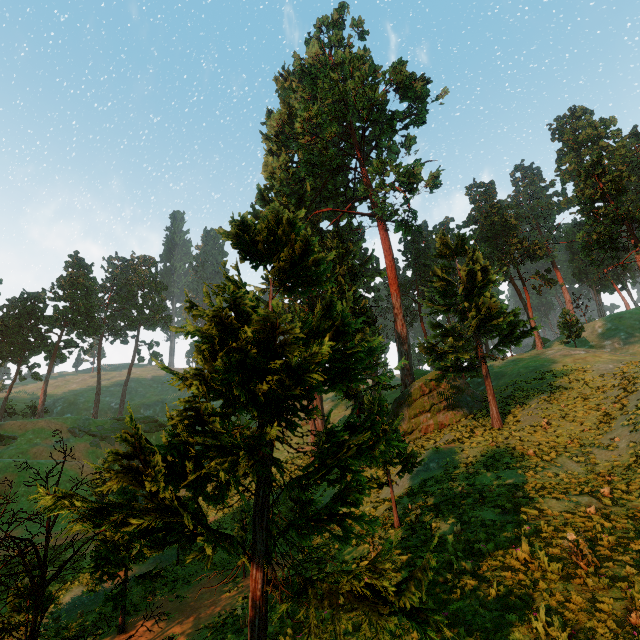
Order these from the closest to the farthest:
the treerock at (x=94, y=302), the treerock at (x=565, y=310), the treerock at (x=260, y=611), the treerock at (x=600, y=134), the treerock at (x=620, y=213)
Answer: the treerock at (x=260, y=611)
the treerock at (x=620, y=213)
the treerock at (x=565, y=310)
the treerock at (x=94, y=302)
the treerock at (x=600, y=134)

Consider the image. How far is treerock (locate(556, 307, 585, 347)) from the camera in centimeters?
4144cm

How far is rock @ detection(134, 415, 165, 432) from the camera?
56.5m

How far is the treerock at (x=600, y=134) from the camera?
57.78m

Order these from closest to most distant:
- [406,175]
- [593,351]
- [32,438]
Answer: [406,175]
[593,351]
[32,438]

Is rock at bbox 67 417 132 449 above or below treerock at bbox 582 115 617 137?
below

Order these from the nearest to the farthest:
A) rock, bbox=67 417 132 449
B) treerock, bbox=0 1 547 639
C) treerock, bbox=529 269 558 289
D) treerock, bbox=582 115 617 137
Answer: treerock, bbox=0 1 547 639 < treerock, bbox=529 269 558 289 < rock, bbox=67 417 132 449 < treerock, bbox=582 115 617 137
